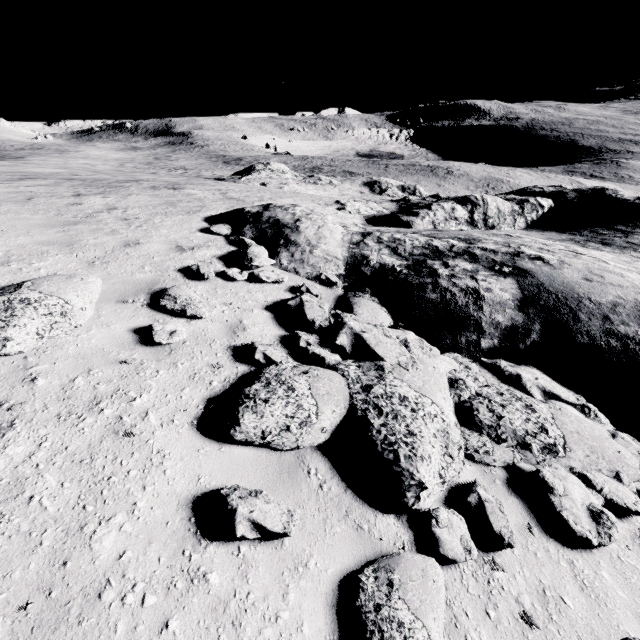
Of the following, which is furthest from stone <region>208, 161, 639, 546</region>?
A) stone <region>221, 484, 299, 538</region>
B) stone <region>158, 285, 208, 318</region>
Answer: stone <region>158, 285, 208, 318</region>

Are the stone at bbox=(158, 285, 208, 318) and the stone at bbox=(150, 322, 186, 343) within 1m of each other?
yes

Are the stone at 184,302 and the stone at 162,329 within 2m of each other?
yes

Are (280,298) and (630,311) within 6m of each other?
no

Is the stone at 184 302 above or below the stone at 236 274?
above

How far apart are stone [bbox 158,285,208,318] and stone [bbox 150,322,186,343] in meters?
0.5

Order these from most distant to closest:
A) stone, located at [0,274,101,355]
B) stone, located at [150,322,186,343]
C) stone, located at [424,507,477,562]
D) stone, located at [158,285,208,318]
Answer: stone, located at [158,285,208,318]
stone, located at [150,322,186,343]
stone, located at [0,274,101,355]
stone, located at [424,507,477,562]

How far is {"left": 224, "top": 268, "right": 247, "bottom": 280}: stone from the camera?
7.1m
